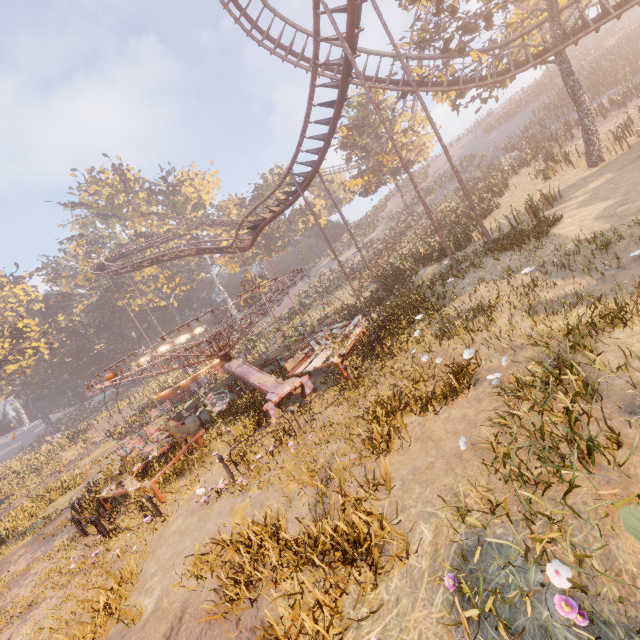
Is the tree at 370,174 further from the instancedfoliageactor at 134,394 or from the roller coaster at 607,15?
the instancedfoliageactor at 134,394

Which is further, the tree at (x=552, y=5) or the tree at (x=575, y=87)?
the tree at (x=575, y=87)

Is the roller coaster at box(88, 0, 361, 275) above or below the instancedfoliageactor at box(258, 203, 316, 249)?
below

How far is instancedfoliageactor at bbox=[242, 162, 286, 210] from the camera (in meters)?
55.06

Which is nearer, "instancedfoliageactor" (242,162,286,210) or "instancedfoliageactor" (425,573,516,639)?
"instancedfoliageactor" (425,573,516,639)

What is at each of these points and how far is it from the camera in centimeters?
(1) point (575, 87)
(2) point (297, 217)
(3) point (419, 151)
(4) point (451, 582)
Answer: (1) tree, 1744cm
(2) instancedfoliageactor, 5566cm
(3) tree, 3469cm
(4) instancedfoliageactor, 303cm

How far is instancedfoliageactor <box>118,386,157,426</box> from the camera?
28.89m

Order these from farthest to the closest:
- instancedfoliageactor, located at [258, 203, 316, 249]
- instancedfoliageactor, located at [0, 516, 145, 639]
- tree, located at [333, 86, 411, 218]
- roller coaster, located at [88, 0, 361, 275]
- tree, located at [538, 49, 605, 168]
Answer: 1. instancedfoliageactor, located at [258, 203, 316, 249]
2. tree, located at [333, 86, 411, 218]
3. tree, located at [538, 49, 605, 168]
4. roller coaster, located at [88, 0, 361, 275]
5. instancedfoliageactor, located at [0, 516, 145, 639]
